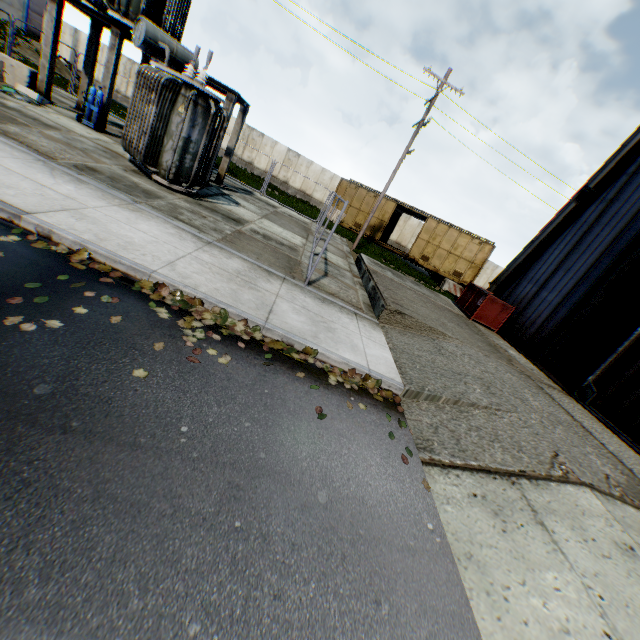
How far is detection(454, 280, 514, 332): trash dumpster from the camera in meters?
12.3

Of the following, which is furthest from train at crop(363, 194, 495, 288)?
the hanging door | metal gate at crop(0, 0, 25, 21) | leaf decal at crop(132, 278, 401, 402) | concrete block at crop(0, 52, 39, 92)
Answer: metal gate at crop(0, 0, 25, 21)

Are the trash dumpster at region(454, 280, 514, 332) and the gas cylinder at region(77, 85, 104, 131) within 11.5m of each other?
no

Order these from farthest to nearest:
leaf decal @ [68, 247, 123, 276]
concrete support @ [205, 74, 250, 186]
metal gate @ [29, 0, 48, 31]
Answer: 1. metal gate @ [29, 0, 48, 31]
2. concrete support @ [205, 74, 250, 186]
3. leaf decal @ [68, 247, 123, 276]

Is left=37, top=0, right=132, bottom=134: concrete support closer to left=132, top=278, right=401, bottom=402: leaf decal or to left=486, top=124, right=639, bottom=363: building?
left=132, top=278, right=401, bottom=402: leaf decal

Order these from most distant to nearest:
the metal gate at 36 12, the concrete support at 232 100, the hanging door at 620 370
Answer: the metal gate at 36 12 → the concrete support at 232 100 → the hanging door at 620 370

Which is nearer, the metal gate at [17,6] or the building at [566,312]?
the building at [566,312]

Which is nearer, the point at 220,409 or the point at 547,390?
the point at 220,409
